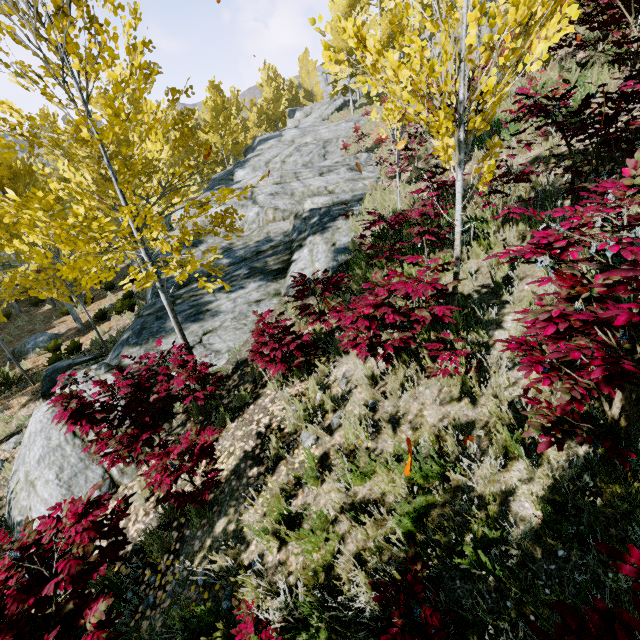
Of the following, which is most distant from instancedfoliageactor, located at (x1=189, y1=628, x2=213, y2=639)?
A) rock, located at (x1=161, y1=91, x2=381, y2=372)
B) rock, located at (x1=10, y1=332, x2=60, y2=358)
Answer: rock, located at (x1=10, y1=332, x2=60, y2=358)

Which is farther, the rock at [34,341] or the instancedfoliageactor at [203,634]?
the rock at [34,341]

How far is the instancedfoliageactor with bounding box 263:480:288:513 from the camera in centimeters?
327cm

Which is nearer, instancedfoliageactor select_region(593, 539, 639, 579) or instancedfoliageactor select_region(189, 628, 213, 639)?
instancedfoliageactor select_region(593, 539, 639, 579)

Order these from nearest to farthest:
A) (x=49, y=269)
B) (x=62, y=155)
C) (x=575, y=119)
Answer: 1. (x=62, y=155)
2. (x=575, y=119)
3. (x=49, y=269)

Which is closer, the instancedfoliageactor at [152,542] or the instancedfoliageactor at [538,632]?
the instancedfoliageactor at [538,632]
